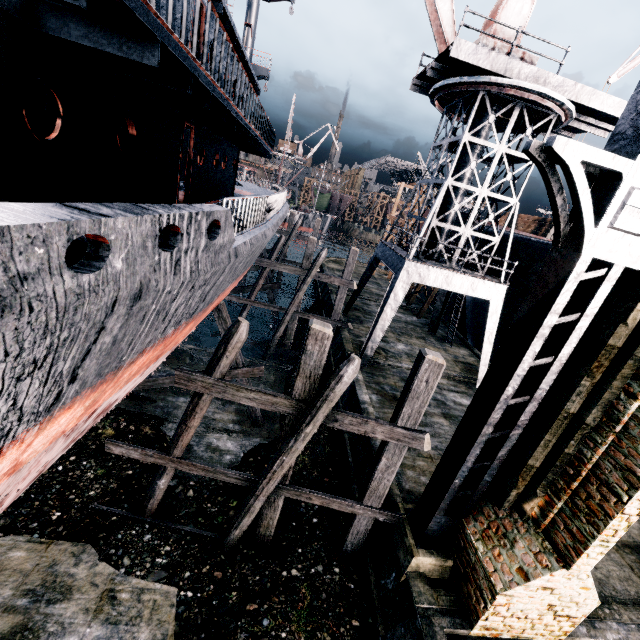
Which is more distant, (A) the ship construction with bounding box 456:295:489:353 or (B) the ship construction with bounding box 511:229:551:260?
(A) the ship construction with bounding box 456:295:489:353

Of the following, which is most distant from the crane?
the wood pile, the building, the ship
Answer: the building

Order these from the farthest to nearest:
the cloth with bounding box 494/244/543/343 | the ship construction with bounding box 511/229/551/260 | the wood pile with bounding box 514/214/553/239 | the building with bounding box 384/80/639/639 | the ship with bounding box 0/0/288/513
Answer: the wood pile with bounding box 514/214/553/239 → the cloth with bounding box 494/244/543/343 → the ship construction with bounding box 511/229/551/260 → the building with bounding box 384/80/639/639 → the ship with bounding box 0/0/288/513

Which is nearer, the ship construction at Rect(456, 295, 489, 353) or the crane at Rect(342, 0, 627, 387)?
the crane at Rect(342, 0, 627, 387)

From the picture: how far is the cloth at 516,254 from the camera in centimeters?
1780cm

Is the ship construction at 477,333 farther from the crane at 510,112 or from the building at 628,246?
the building at 628,246

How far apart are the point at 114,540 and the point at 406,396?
9.25m

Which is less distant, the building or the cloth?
the building
